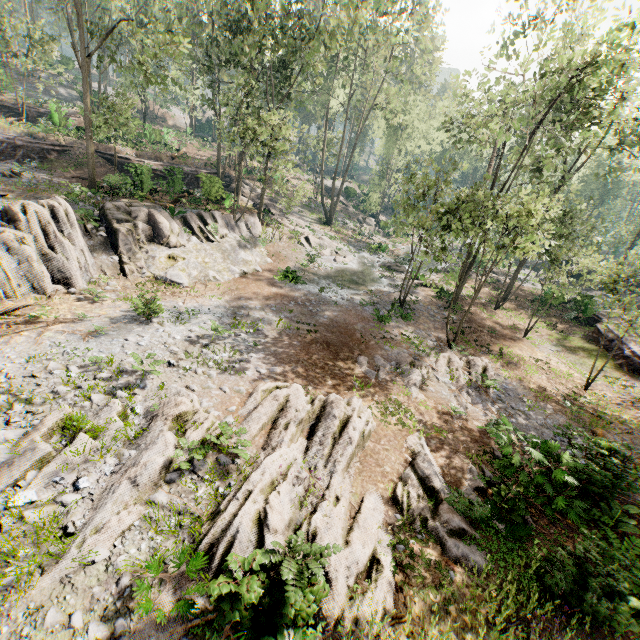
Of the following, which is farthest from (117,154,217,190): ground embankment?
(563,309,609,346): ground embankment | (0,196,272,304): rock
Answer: (563,309,609,346): ground embankment

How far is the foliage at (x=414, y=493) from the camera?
7.4 meters

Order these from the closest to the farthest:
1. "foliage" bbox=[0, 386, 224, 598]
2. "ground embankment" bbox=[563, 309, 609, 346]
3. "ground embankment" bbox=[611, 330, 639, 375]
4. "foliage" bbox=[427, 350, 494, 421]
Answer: "foliage" bbox=[0, 386, 224, 598], "foliage" bbox=[427, 350, 494, 421], "ground embankment" bbox=[611, 330, 639, 375], "ground embankment" bbox=[563, 309, 609, 346]

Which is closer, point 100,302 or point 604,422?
point 604,422

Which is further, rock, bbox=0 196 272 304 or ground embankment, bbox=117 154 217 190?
ground embankment, bbox=117 154 217 190

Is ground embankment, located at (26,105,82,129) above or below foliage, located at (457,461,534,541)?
above

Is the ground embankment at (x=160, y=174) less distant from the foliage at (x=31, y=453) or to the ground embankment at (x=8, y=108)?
the foliage at (x=31, y=453)

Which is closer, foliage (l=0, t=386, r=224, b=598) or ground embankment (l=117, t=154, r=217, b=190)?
foliage (l=0, t=386, r=224, b=598)
